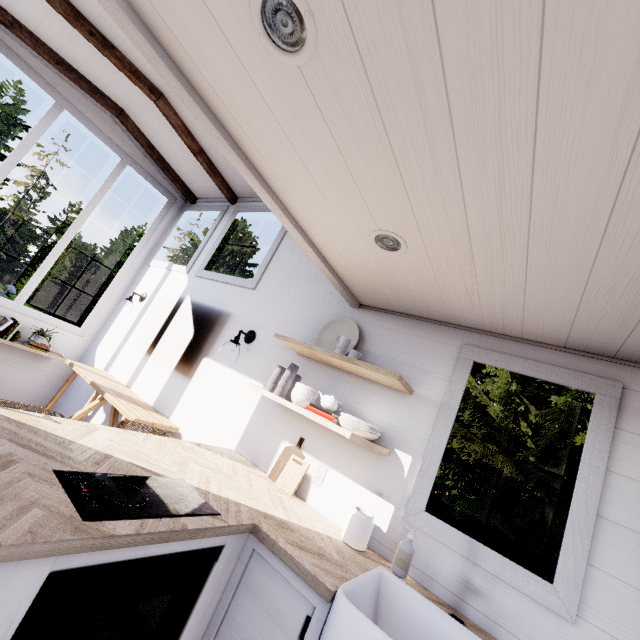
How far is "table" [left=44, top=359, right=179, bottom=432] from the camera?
2.88m

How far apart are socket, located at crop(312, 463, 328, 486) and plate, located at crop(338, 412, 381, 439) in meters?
0.4

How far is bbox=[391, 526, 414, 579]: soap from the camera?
1.7m

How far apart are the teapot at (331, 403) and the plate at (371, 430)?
0.1 meters

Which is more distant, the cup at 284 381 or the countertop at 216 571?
the cup at 284 381

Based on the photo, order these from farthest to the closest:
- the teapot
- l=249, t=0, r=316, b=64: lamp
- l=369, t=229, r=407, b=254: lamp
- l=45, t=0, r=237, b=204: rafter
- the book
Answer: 1. the book
2. l=45, t=0, r=237, b=204: rafter
3. the teapot
4. l=369, t=229, r=407, b=254: lamp
5. l=249, t=0, r=316, b=64: lamp

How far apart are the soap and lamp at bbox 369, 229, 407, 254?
1.6m

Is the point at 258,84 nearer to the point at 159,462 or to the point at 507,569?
the point at 159,462
